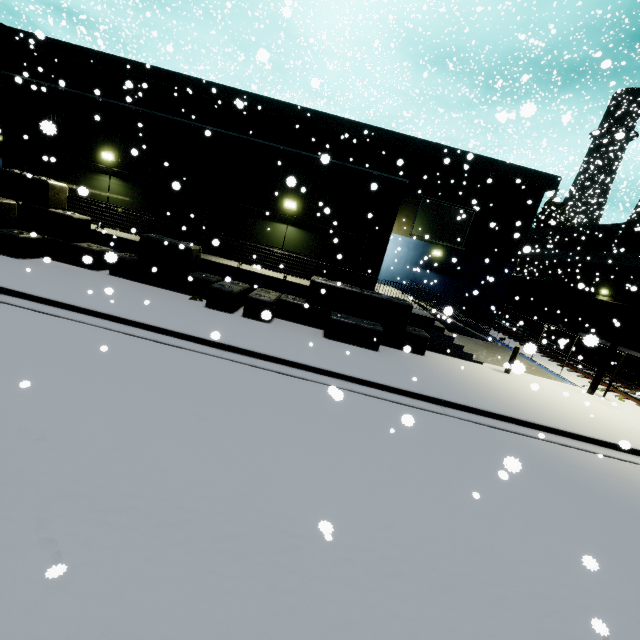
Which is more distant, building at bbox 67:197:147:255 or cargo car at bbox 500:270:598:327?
cargo car at bbox 500:270:598:327

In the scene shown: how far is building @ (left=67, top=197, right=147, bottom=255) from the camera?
12.8 meters

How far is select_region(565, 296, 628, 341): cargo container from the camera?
20.2m

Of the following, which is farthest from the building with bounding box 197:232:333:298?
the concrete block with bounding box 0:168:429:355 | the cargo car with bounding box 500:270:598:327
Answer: the cargo car with bounding box 500:270:598:327

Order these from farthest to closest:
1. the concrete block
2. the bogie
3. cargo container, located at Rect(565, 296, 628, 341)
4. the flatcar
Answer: the bogie → cargo container, located at Rect(565, 296, 628, 341) → the flatcar → the concrete block

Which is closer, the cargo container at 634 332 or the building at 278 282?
the building at 278 282

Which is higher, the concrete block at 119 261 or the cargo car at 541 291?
the cargo car at 541 291

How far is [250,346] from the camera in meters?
8.7 m
